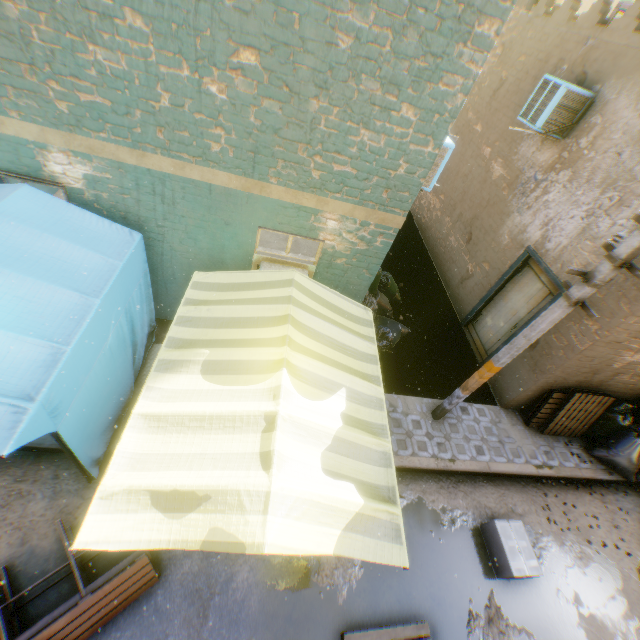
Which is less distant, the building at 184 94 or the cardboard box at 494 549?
the building at 184 94

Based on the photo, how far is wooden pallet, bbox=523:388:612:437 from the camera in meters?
6.5 m

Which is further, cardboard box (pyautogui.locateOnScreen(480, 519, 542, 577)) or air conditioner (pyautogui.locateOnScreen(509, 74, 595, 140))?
air conditioner (pyautogui.locateOnScreen(509, 74, 595, 140))

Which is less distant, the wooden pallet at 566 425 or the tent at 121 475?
the tent at 121 475

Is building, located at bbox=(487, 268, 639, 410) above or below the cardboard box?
above

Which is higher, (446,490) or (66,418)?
(66,418)

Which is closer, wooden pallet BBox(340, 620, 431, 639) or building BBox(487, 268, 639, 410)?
wooden pallet BBox(340, 620, 431, 639)

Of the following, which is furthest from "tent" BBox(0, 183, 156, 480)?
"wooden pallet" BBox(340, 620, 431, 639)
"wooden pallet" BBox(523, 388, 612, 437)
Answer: "wooden pallet" BBox(523, 388, 612, 437)
